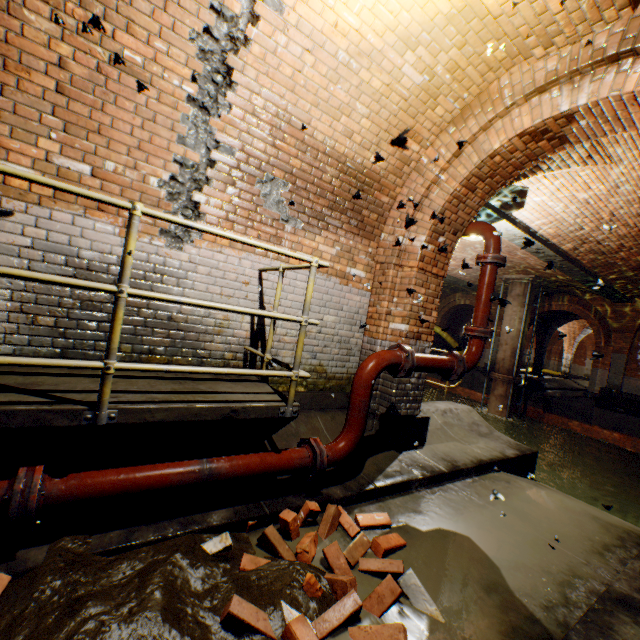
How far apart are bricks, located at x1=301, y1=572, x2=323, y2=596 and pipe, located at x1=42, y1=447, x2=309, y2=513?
0.3 meters

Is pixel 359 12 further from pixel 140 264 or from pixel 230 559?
pixel 230 559

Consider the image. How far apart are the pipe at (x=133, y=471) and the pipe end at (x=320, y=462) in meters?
0.1

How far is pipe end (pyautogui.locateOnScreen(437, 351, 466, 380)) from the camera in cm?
400

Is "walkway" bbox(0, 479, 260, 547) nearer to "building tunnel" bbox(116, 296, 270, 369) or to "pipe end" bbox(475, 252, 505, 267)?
"building tunnel" bbox(116, 296, 270, 369)

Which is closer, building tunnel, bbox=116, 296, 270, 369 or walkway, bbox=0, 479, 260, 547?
walkway, bbox=0, 479, 260, 547

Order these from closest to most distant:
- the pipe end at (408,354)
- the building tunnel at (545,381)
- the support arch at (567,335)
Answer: the pipe end at (408,354)
the building tunnel at (545,381)
the support arch at (567,335)

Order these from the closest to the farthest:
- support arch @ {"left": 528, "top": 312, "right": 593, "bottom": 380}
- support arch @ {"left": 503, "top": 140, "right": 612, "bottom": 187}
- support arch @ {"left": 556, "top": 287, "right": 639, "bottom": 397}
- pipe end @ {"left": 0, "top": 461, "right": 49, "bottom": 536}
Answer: pipe end @ {"left": 0, "top": 461, "right": 49, "bottom": 536}
support arch @ {"left": 503, "top": 140, "right": 612, "bottom": 187}
support arch @ {"left": 556, "top": 287, "right": 639, "bottom": 397}
support arch @ {"left": 528, "top": 312, "right": 593, "bottom": 380}
